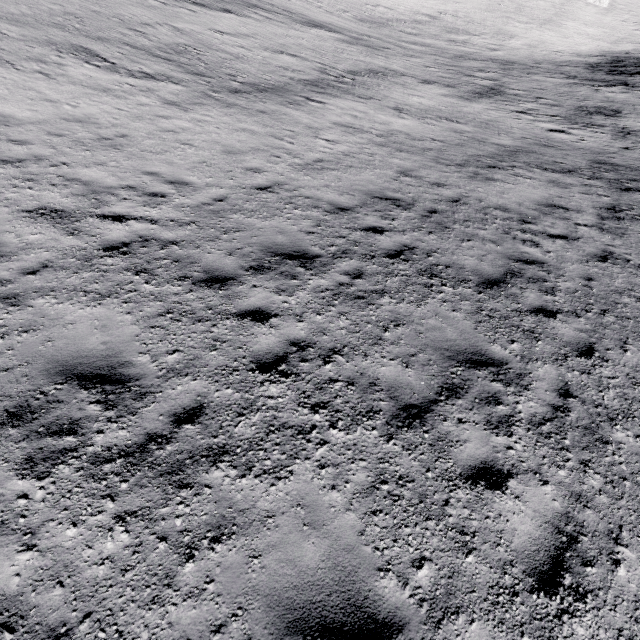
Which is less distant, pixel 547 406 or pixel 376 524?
pixel 376 524
